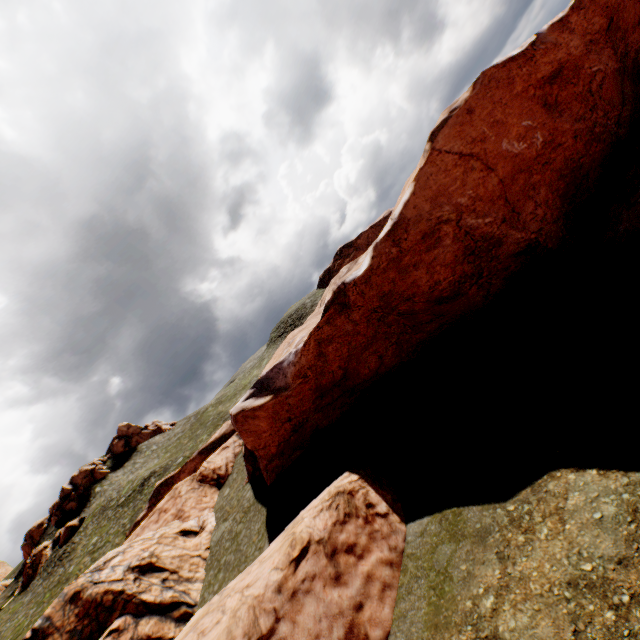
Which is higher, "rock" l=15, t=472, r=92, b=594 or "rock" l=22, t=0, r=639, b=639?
"rock" l=15, t=472, r=92, b=594

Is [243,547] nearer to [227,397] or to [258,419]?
[258,419]

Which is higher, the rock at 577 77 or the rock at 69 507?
the rock at 69 507

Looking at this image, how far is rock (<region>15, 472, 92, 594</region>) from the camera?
49.1 meters

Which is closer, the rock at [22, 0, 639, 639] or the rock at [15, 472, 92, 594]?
the rock at [22, 0, 639, 639]

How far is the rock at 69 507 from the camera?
49.1m
